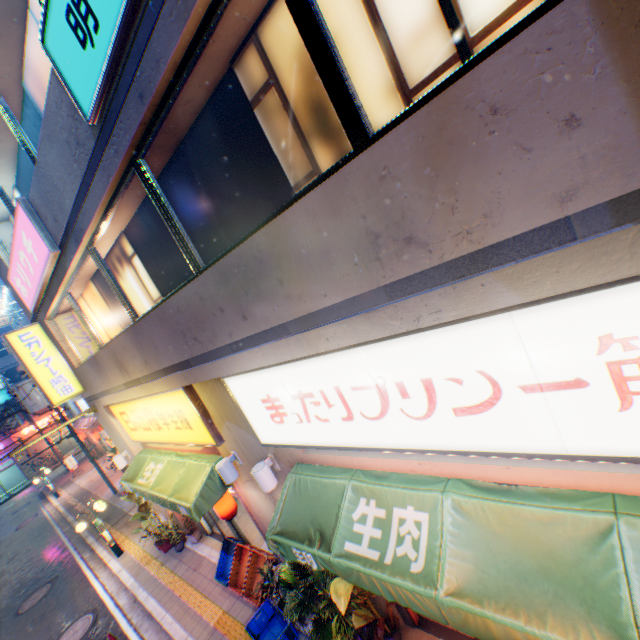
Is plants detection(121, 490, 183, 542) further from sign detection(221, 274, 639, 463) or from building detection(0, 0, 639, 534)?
sign detection(221, 274, 639, 463)

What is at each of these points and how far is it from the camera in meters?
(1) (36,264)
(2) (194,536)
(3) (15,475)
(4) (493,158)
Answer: (1) sign, 7.1 m
(2) flower pot, 10.4 m
(3) building, 35.3 m
(4) building, 1.8 m

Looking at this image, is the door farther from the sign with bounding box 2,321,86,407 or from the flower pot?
the sign with bounding box 2,321,86,407

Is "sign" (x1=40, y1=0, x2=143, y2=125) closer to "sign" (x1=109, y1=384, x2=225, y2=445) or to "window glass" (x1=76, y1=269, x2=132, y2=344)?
"window glass" (x1=76, y1=269, x2=132, y2=344)

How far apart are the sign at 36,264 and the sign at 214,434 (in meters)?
3.26

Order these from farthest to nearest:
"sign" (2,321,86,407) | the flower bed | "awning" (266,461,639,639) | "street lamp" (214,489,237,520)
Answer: "sign" (2,321,86,407), "street lamp" (214,489,237,520), the flower bed, "awning" (266,461,639,639)

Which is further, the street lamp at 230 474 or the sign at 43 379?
the sign at 43 379

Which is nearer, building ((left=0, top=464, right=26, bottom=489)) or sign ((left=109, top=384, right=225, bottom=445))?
sign ((left=109, top=384, right=225, bottom=445))
